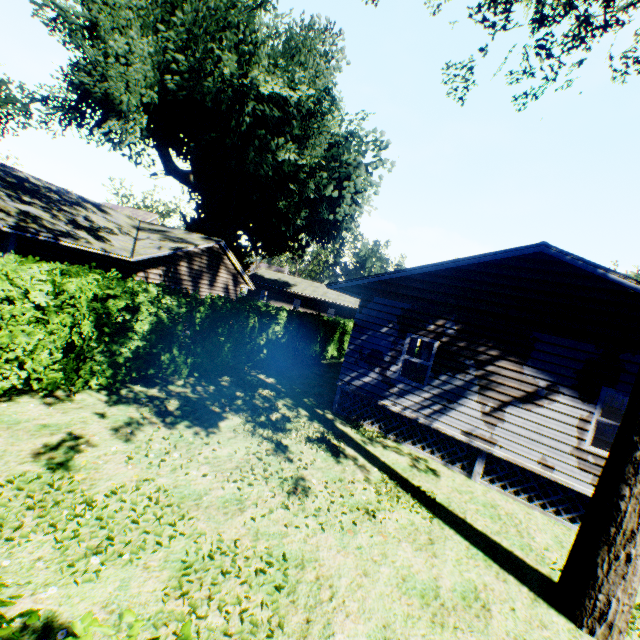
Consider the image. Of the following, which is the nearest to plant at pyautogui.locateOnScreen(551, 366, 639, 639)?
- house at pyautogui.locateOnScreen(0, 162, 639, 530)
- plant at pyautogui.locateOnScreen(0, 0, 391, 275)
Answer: plant at pyautogui.locateOnScreen(0, 0, 391, 275)

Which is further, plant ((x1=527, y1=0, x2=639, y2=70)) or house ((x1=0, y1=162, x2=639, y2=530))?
plant ((x1=527, y1=0, x2=639, y2=70))

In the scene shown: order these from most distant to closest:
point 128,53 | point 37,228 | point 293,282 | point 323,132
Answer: point 293,282
point 323,132
point 128,53
point 37,228

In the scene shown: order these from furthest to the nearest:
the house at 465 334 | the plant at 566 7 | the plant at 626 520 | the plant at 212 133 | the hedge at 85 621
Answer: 1. the plant at 212 133
2. the plant at 566 7
3. the house at 465 334
4. the plant at 626 520
5. the hedge at 85 621

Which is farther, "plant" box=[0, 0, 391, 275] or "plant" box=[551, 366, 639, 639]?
"plant" box=[0, 0, 391, 275]

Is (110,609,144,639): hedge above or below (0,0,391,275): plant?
below

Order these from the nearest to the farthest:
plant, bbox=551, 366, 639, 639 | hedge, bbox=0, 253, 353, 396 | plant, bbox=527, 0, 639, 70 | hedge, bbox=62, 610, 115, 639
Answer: hedge, bbox=62, 610, 115, 639 → plant, bbox=551, 366, 639, 639 → hedge, bbox=0, 253, 353, 396 → plant, bbox=527, 0, 639, 70

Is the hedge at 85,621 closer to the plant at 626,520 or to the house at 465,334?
the plant at 626,520
